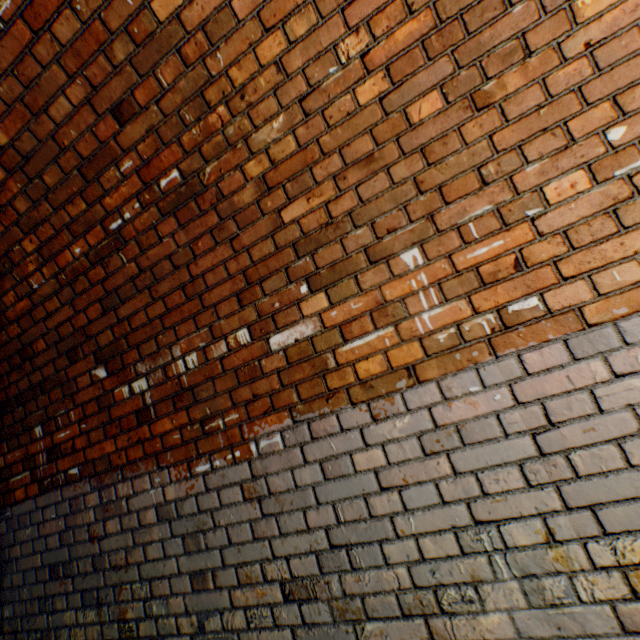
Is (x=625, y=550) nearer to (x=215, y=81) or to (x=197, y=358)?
(x=197, y=358)
